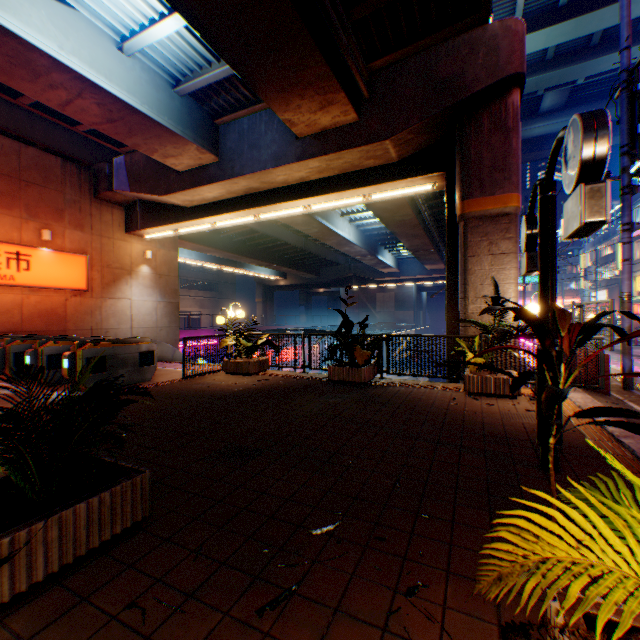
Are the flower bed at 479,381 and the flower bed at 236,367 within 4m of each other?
no

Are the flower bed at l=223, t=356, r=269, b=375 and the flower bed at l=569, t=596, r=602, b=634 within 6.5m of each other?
no

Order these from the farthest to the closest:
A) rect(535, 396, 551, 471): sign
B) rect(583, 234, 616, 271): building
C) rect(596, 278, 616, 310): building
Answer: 1. rect(583, 234, 616, 271): building
2. rect(596, 278, 616, 310): building
3. rect(535, 396, 551, 471): sign

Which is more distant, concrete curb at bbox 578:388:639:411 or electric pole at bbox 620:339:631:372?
electric pole at bbox 620:339:631:372

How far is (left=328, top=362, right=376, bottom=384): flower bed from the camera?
8.1m

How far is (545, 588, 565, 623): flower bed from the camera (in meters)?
1.40

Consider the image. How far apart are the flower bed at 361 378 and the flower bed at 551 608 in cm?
654

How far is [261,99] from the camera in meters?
8.7
